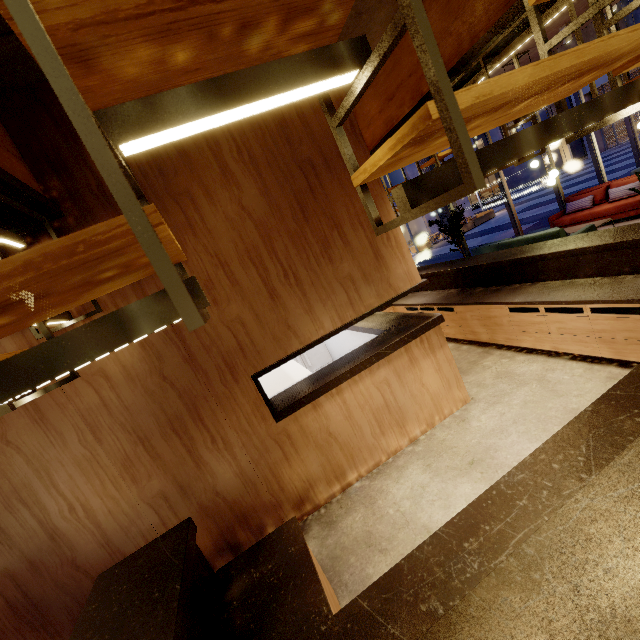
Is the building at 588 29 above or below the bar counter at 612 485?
above

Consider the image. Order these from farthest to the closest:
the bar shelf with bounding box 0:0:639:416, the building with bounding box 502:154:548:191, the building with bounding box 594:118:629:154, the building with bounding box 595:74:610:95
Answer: the building with bounding box 502:154:548:191, the building with bounding box 594:118:629:154, the building with bounding box 595:74:610:95, the bar shelf with bounding box 0:0:639:416

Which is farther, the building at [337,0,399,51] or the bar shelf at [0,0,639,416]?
the building at [337,0,399,51]

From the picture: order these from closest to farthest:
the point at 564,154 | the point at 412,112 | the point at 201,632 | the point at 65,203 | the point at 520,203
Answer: the point at 201,632
the point at 65,203
the point at 412,112
the point at 520,203
the point at 564,154

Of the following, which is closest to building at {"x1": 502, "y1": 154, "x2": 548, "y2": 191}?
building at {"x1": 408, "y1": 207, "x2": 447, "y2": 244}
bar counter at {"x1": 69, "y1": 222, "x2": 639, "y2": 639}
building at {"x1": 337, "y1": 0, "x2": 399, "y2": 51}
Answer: building at {"x1": 408, "y1": 207, "x2": 447, "y2": 244}

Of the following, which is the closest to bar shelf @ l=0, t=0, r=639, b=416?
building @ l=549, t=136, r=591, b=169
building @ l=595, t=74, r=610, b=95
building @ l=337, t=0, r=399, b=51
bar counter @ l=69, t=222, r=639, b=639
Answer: building @ l=337, t=0, r=399, b=51

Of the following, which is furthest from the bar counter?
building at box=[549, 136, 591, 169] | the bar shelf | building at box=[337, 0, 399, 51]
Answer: building at box=[549, 136, 591, 169]

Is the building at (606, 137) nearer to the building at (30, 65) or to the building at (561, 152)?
the building at (561, 152)
